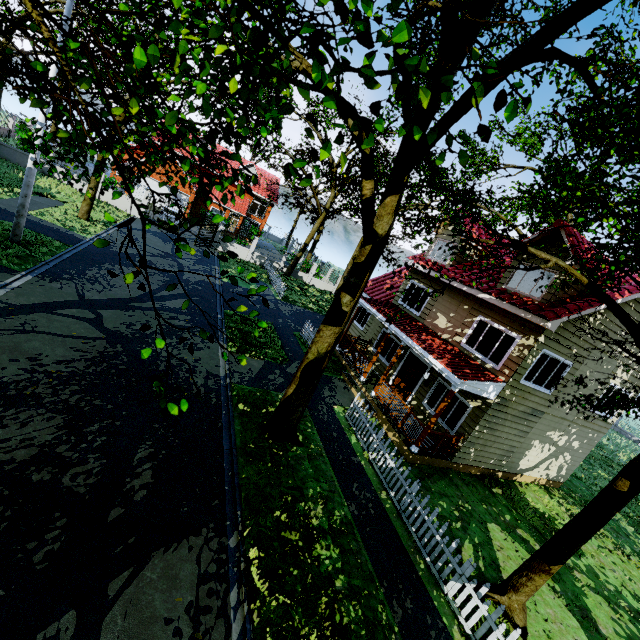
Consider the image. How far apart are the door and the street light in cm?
1638

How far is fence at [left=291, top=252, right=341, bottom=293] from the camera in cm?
3338

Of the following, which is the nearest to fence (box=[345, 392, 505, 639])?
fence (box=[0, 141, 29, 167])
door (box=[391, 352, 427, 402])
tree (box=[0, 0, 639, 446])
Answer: tree (box=[0, 0, 639, 446])

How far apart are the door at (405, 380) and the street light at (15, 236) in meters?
16.4 m

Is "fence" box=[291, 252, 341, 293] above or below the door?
below

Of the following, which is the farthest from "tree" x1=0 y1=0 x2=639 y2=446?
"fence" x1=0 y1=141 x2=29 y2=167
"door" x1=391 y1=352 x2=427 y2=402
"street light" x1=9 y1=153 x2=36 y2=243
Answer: "door" x1=391 y1=352 x2=427 y2=402

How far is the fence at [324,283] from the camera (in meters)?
33.38

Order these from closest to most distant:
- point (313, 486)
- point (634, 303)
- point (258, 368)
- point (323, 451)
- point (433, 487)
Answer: point (313, 486)
point (323, 451)
point (433, 487)
point (634, 303)
point (258, 368)
